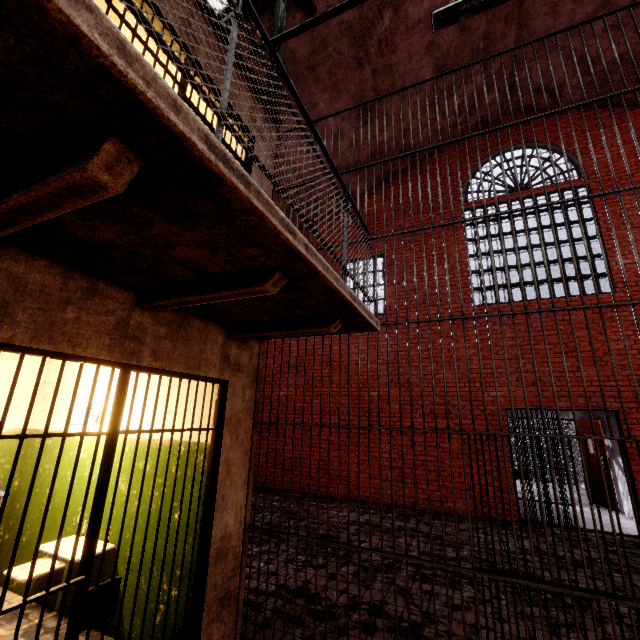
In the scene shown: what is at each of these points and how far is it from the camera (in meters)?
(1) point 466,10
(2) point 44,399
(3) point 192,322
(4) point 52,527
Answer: (1) ceiling light, 3.55
(2) building, 4.54
(3) building, 2.78
(4) building, 3.78

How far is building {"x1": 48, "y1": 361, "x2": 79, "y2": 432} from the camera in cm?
425

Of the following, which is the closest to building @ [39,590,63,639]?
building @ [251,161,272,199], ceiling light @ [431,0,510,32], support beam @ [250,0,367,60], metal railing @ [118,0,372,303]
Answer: building @ [251,161,272,199]

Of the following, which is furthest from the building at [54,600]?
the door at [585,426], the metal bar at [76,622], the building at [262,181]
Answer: the door at [585,426]

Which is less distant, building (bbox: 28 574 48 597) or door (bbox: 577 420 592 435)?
building (bbox: 28 574 48 597)

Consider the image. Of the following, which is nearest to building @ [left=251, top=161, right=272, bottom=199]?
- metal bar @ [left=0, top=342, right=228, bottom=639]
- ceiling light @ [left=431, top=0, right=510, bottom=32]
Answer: metal bar @ [left=0, top=342, right=228, bottom=639]

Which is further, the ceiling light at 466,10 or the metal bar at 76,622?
the ceiling light at 466,10
